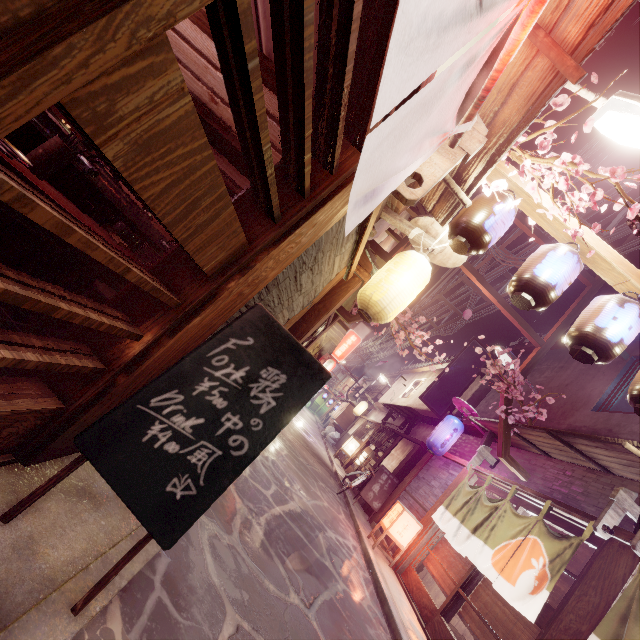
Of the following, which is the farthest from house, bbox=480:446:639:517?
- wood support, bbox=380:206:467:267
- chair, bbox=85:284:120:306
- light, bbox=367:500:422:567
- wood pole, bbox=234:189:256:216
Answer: chair, bbox=85:284:120:306

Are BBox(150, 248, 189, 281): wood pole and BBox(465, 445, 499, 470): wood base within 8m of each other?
no

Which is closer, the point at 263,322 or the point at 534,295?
the point at 263,322

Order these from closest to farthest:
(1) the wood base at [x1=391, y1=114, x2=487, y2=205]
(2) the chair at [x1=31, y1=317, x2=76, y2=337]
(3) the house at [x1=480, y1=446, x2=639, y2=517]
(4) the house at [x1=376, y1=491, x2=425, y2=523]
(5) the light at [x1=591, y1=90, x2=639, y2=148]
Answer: (1) the wood base at [x1=391, y1=114, x2=487, y2=205], (2) the chair at [x1=31, y1=317, x2=76, y2=337], (5) the light at [x1=591, y1=90, x2=639, y2=148], (3) the house at [x1=480, y1=446, x2=639, y2=517], (4) the house at [x1=376, y1=491, x2=425, y2=523]

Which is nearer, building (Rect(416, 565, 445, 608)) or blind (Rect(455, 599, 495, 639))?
blind (Rect(455, 599, 495, 639))

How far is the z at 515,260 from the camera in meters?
15.0 m

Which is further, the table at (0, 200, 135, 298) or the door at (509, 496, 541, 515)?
the door at (509, 496, 541, 515)

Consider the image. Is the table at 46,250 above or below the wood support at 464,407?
below
